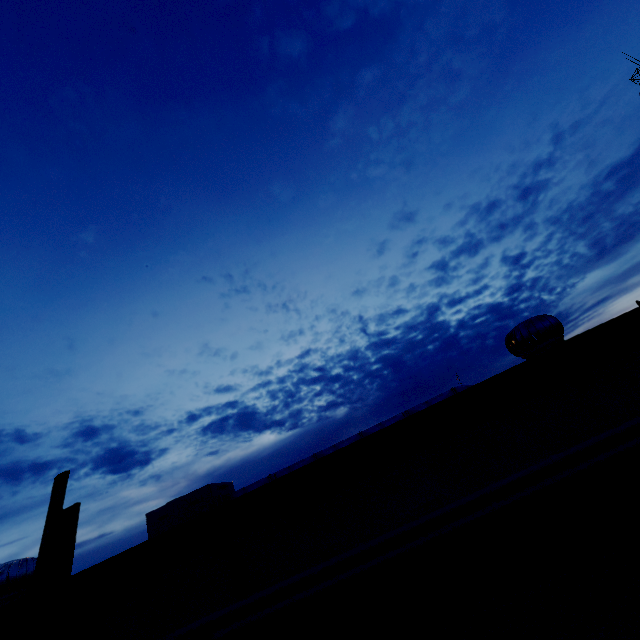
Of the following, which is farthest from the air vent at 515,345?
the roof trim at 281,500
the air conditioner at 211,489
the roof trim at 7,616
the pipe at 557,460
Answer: the air conditioner at 211,489

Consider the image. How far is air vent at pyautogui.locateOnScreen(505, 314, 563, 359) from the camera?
3.5 meters

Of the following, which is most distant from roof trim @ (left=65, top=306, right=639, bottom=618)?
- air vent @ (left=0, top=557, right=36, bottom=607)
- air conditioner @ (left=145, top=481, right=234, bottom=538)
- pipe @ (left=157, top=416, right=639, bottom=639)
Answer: air conditioner @ (left=145, top=481, right=234, bottom=538)

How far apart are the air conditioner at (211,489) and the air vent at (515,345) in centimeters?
580cm

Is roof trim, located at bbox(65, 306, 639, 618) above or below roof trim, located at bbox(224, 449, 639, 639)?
above

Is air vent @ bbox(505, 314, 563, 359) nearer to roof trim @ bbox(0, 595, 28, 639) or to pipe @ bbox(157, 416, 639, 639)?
pipe @ bbox(157, 416, 639, 639)

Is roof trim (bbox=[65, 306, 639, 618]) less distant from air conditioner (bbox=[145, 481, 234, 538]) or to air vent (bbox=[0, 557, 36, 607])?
air vent (bbox=[0, 557, 36, 607])

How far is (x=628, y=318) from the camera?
2.42m
